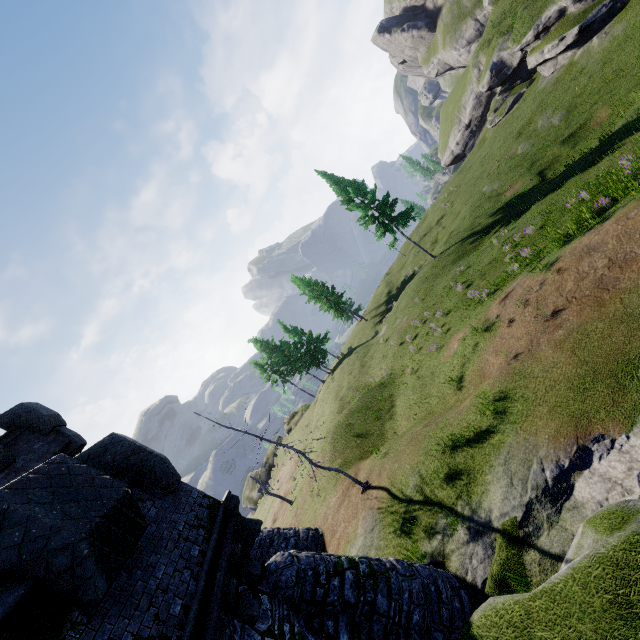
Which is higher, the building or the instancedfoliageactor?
the building

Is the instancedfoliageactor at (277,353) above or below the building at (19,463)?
below

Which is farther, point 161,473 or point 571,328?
point 571,328

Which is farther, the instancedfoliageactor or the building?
the instancedfoliageactor

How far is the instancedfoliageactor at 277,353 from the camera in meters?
44.8

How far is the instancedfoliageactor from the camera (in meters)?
44.81
